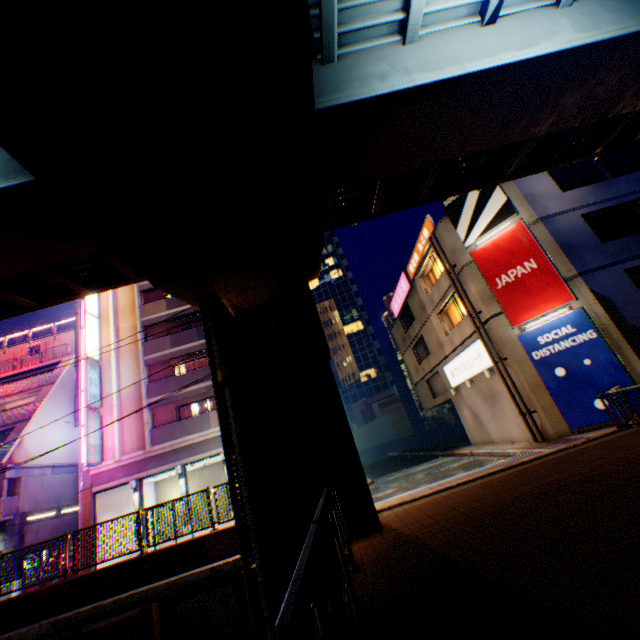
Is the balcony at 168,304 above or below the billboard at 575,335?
above

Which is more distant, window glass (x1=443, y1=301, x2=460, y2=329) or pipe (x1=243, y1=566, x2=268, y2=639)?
window glass (x1=443, y1=301, x2=460, y2=329)

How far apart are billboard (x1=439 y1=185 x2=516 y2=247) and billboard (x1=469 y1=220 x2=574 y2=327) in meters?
0.2 m

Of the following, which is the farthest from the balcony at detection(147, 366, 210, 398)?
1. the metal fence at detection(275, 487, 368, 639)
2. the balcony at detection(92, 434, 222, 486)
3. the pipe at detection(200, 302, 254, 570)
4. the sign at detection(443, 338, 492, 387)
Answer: the pipe at detection(200, 302, 254, 570)

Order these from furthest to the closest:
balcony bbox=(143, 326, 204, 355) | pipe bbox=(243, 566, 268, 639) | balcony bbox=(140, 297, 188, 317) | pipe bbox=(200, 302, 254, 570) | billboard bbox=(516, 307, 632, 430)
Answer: balcony bbox=(140, 297, 188, 317), balcony bbox=(143, 326, 204, 355), billboard bbox=(516, 307, 632, 430), pipe bbox=(200, 302, 254, 570), pipe bbox=(243, 566, 268, 639)

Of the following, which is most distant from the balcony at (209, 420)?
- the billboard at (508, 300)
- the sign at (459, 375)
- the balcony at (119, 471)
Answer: the billboard at (508, 300)

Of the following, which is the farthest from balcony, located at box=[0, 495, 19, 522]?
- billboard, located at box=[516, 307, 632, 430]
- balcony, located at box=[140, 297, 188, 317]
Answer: billboard, located at box=[516, 307, 632, 430]

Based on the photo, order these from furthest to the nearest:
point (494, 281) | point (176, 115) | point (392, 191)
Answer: point (494, 281) < point (392, 191) < point (176, 115)
